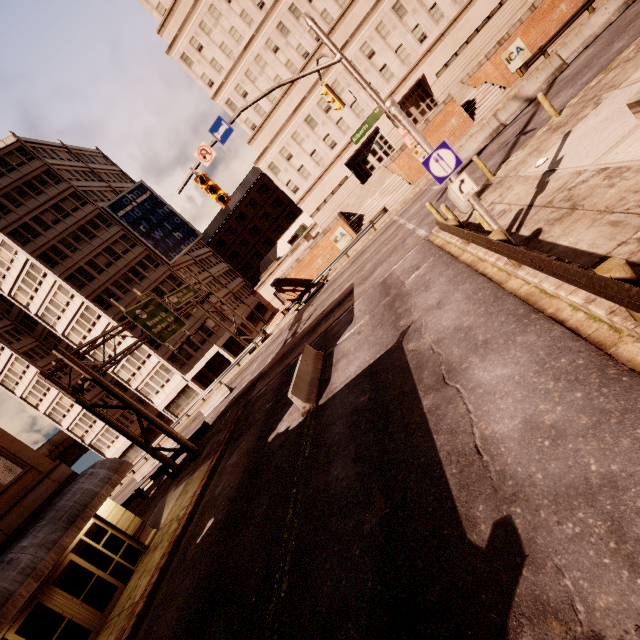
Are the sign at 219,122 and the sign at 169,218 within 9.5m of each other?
no

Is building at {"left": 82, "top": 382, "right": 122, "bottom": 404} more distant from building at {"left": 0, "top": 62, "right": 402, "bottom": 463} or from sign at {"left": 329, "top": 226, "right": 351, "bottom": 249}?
sign at {"left": 329, "top": 226, "right": 351, "bottom": 249}

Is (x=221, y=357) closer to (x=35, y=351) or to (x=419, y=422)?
(x=35, y=351)

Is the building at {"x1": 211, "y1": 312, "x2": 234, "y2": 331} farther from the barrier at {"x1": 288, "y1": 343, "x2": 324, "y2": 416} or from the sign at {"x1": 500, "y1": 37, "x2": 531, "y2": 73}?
the sign at {"x1": 500, "y1": 37, "x2": 531, "y2": 73}

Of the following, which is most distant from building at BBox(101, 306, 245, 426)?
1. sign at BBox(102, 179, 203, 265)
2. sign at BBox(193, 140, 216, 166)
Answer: sign at BBox(193, 140, 216, 166)

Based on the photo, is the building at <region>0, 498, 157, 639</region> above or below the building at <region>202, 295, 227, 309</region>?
below

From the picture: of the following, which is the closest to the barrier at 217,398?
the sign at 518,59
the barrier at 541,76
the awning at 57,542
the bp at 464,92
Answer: the awning at 57,542

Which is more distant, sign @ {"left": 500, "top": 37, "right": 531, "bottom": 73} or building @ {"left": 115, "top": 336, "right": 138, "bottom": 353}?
building @ {"left": 115, "top": 336, "right": 138, "bottom": 353}
